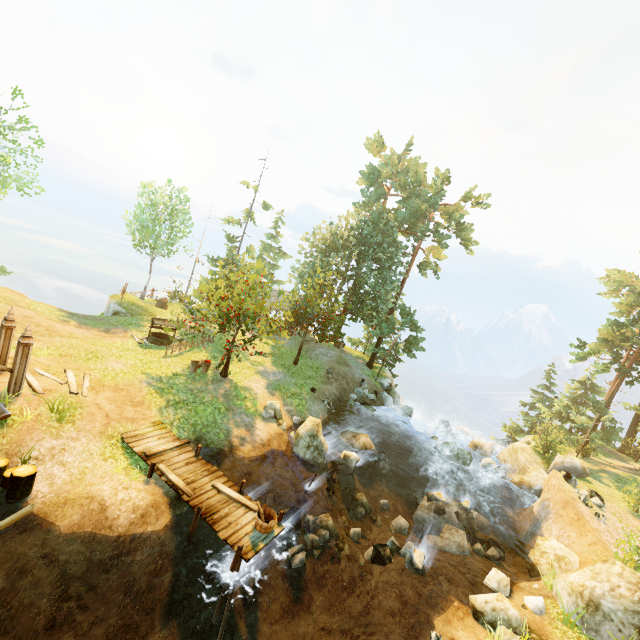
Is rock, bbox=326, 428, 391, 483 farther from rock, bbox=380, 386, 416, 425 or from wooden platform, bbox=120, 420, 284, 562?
rock, bbox=380, 386, 416, 425

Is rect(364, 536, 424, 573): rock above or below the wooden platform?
below

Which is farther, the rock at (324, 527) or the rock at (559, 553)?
the rock at (559, 553)

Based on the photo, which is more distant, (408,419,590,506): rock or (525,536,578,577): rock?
(408,419,590,506): rock

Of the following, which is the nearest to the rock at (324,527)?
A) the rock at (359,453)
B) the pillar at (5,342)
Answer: the rock at (359,453)

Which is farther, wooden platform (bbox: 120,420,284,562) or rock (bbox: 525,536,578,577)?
rock (bbox: 525,536,578,577)

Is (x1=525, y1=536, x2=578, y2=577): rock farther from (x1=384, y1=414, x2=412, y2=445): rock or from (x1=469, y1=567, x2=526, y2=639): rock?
(x1=384, y1=414, x2=412, y2=445): rock

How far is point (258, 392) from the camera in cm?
2005
